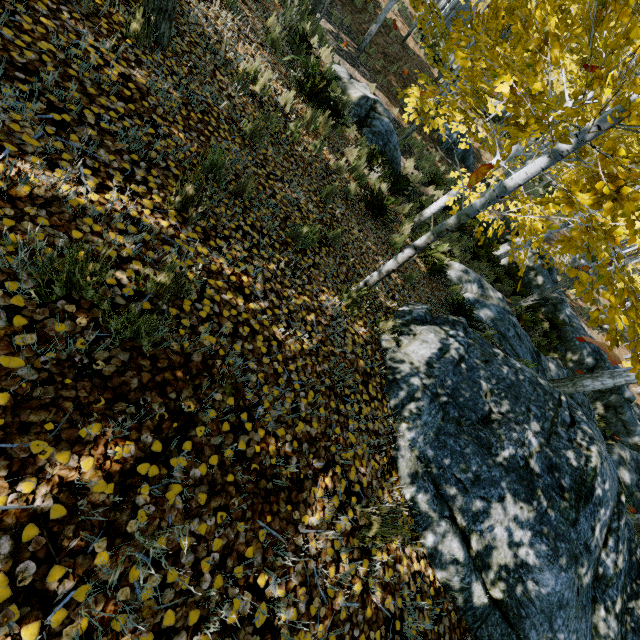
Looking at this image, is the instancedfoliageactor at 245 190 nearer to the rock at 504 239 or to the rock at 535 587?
the rock at 535 587

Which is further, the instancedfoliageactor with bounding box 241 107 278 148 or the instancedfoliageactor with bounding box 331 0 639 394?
the instancedfoliageactor with bounding box 241 107 278 148

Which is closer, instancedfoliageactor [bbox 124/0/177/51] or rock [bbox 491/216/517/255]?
instancedfoliageactor [bbox 124/0/177/51]

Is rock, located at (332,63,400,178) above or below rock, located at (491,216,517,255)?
above

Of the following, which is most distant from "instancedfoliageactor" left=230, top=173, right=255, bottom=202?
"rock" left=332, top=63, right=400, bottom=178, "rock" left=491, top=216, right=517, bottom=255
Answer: "rock" left=491, top=216, right=517, bottom=255

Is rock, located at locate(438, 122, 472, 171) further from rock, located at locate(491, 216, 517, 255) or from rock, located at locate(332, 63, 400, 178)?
rock, located at locate(332, 63, 400, 178)

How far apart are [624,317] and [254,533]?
2.1m

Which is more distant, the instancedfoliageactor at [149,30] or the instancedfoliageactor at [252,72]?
the instancedfoliageactor at [252,72]
